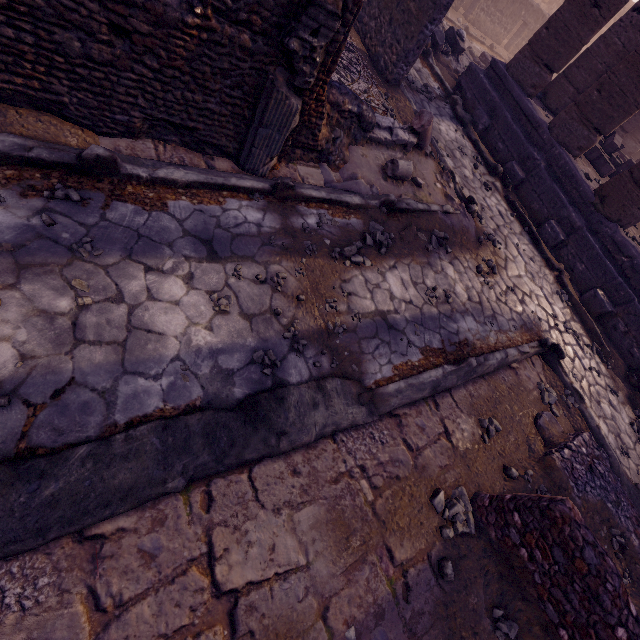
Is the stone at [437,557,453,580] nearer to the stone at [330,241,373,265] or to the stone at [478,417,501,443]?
the stone at [478,417,501,443]

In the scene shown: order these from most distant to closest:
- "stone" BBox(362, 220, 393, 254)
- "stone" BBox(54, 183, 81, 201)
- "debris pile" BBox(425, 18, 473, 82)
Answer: "debris pile" BBox(425, 18, 473, 82) → "stone" BBox(362, 220, 393, 254) → "stone" BBox(54, 183, 81, 201)

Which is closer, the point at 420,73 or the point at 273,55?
the point at 273,55

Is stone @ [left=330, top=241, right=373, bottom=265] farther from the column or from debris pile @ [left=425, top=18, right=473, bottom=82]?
debris pile @ [left=425, top=18, right=473, bottom=82]

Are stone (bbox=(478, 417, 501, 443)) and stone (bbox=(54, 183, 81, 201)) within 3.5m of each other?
no

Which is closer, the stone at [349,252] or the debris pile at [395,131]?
the stone at [349,252]

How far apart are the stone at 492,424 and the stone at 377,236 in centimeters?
235cm

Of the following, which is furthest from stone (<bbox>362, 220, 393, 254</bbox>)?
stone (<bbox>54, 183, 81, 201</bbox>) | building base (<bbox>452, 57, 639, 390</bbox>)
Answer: building base (<bbox>452, 57, 639, 390</bbox>)
